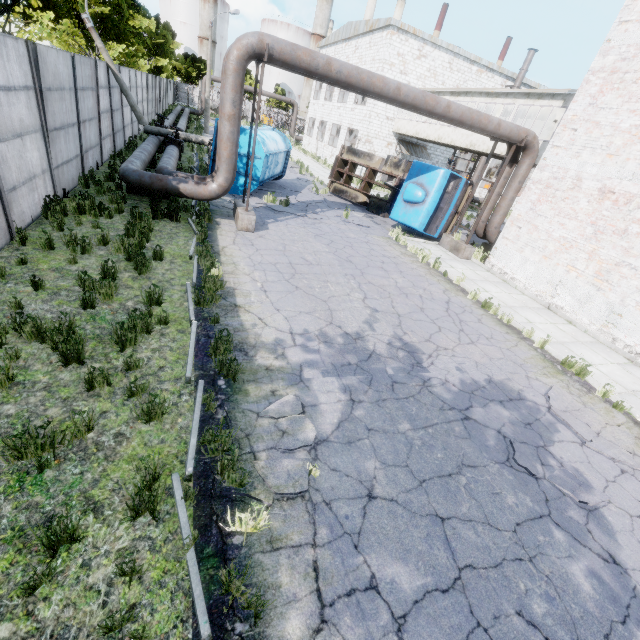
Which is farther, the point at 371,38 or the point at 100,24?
the point at 371,38

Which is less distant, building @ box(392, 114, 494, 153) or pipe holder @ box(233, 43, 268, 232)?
pipe holder @ box(233, 43, 268, 232)

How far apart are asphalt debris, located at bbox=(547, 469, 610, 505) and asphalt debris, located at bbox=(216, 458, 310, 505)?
3.2 meters

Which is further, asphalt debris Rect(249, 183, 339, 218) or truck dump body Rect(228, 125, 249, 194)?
asphalt debris Rect(249, 183, 339, 218)

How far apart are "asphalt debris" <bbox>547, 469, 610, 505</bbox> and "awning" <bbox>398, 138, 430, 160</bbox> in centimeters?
2868cm

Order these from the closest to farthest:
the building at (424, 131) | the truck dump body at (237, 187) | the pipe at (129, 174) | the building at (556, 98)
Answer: the pipe at (129, 174)
the truck dump body at (237, 187)
the building at (556, 98)
the building at (424, 131)

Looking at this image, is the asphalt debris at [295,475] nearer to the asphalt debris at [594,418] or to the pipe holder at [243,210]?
the asphalt debris at [594,418]

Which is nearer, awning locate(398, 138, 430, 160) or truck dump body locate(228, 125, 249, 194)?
truck dump body locate(228, 125, 249, 194)
